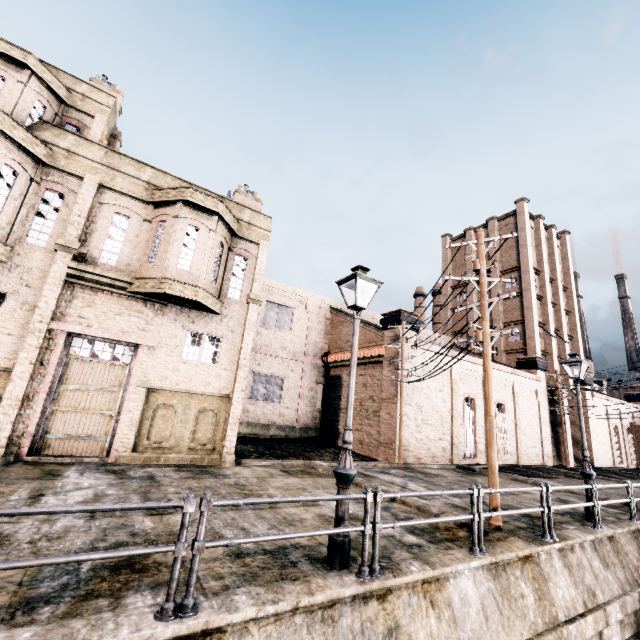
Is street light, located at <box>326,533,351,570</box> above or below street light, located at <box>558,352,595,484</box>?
below

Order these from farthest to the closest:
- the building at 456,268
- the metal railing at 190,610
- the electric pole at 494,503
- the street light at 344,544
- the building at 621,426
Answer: the building at 456,268, the building at 621,426, the electric pole at 494,503, the street light at 344,544, the metal railing at 190,610

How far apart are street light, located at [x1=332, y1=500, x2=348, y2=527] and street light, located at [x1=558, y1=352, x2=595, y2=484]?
10.0 meters

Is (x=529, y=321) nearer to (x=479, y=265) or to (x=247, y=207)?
(x=479, y=265)

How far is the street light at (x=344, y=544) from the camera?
5.59m

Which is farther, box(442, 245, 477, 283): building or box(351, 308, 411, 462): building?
box(442, 245, 477, 283): building

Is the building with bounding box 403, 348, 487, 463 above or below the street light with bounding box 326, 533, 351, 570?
above
